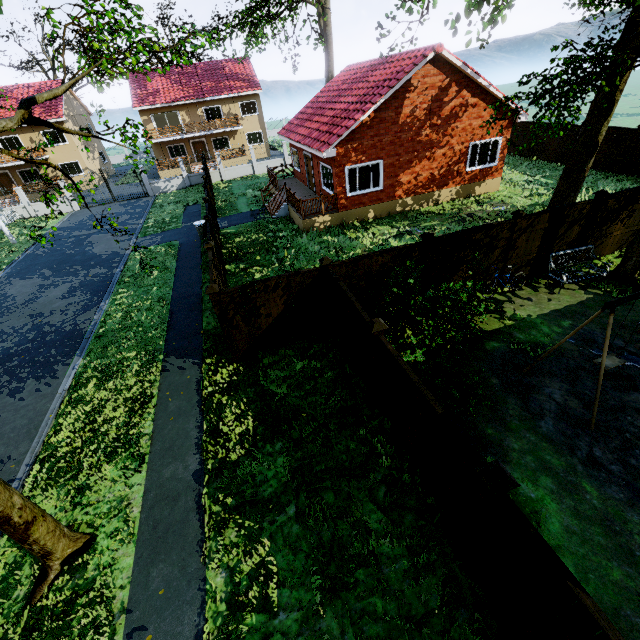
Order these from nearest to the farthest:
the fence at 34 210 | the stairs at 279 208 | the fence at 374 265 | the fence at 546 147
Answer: the fence at 374 265, the stairs at 279 208, the fence at 546 147, the fence at 34 210

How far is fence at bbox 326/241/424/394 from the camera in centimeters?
715cm

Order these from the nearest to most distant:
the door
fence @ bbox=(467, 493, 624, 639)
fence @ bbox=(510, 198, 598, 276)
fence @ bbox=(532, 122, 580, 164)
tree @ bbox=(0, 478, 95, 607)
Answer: fence @ bbox=(467, 493, 624, 639), tree @ bbox=(0, 478, 95, 607), fence @ bbox=(510, 198, 598, 276), fence @ bbox=(532, 122, 580, 164), the door

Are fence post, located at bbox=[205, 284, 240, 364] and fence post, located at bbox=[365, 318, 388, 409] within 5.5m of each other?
yes

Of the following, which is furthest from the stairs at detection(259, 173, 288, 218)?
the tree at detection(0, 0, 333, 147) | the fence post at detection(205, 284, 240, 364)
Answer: the fence post at detection(205, 284, 240, 364)

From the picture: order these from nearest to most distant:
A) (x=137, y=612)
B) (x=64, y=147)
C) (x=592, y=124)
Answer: (x=137, y=612) → (x=592, y=124) → (x=64, y=147)

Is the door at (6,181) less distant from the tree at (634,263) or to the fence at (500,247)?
the tree at (634,263)
